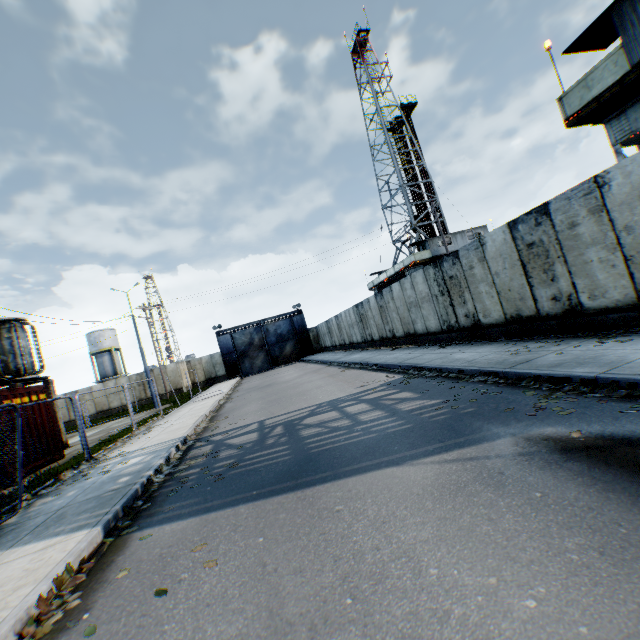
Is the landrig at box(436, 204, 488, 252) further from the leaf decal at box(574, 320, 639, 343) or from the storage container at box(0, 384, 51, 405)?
the storage container at box(0, 384, 51, 405)

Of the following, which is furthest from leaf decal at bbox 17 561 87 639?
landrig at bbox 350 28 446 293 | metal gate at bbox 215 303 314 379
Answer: metal gate at bbox 215 303 314 379

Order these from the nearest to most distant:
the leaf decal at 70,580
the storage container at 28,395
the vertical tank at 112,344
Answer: the leaf decal at 70,580 < the storage container at 28,395 < the vertical tank at 112,344

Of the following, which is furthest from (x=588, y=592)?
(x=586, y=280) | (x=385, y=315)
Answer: (x=385, y=315)

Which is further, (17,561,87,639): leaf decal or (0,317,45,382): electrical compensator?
(0,317,45,382): electrical compensator

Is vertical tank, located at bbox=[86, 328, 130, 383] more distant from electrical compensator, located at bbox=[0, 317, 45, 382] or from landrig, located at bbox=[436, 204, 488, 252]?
landrig, located at bbox=[436, 204, 488, 252]

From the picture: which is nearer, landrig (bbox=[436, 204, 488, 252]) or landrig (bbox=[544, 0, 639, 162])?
landrig (bbox=[544, 0, 639, 162])

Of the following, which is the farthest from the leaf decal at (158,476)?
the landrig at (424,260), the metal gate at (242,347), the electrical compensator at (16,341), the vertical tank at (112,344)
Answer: the vertical tank at (112,344)
